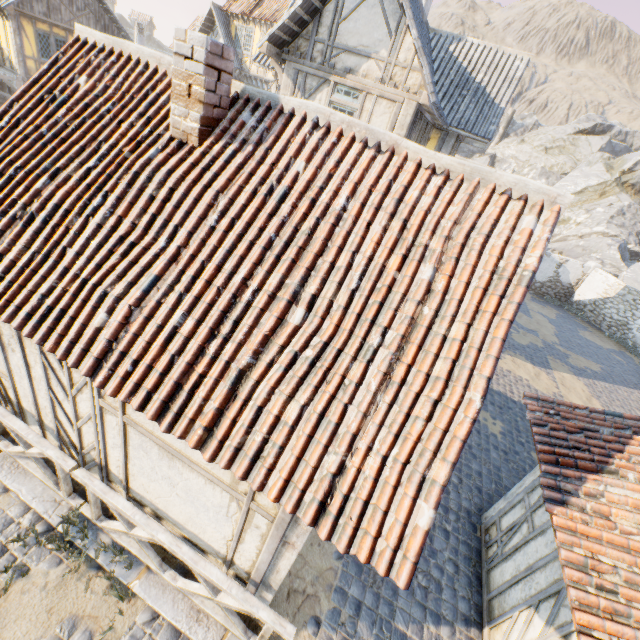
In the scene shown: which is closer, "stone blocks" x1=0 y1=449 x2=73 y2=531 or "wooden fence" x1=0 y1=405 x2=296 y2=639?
"wooden fence" x1=0 y1=405 x2=296 y2=639

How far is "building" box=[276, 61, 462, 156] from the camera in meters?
8.6 m

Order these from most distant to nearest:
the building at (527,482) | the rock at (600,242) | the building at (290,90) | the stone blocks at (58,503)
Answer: the rock at (600,242) < the building at (290,90) < the stone blocks at (58,503) < the building at (527,482)

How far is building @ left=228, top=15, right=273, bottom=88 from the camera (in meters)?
21.23

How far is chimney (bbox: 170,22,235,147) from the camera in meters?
3.8 m

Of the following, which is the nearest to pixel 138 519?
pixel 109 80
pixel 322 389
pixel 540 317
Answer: pixel 322 389

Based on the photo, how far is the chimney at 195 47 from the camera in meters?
3.8 m

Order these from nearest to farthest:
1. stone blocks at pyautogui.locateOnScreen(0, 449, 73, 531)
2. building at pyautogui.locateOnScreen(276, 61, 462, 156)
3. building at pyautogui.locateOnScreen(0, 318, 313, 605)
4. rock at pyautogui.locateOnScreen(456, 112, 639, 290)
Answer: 1. building at pyautogui.locateOnScreen(0, 318, 313, 605)
2. stone blocks at pyautogui.locateOnScreen(0, 449, 73, 531)
3. building at pyautogui.locateOnScreen(276, 61, 462, 156)
4. rock at pyautogui.locateOnScreen(456, 112, 639, 290)
